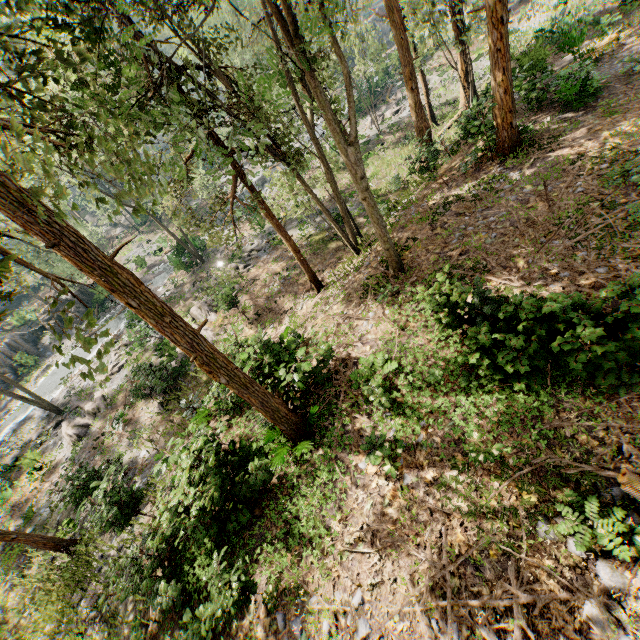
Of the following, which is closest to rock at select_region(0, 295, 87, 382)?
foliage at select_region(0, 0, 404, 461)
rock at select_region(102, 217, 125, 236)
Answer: foliage at select_region(0, 0, 404, 461)

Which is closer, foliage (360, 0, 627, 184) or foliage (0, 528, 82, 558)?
foliage (360, 0, 627, 184)

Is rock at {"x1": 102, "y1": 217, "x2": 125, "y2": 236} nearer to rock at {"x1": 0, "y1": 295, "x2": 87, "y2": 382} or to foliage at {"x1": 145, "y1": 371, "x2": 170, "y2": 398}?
foliage at {"x1": 145, "y1": 371, "x2": 170, "y2": 398}

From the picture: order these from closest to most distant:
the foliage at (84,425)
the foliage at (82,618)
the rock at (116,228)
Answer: the foliage at (82,618) → the foliage at (84,425) → the rock at (116,228)

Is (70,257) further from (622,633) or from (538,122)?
(538,122)

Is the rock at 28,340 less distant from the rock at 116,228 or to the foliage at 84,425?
the foliage at 84,425

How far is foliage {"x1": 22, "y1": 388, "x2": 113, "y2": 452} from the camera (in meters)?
20.81
